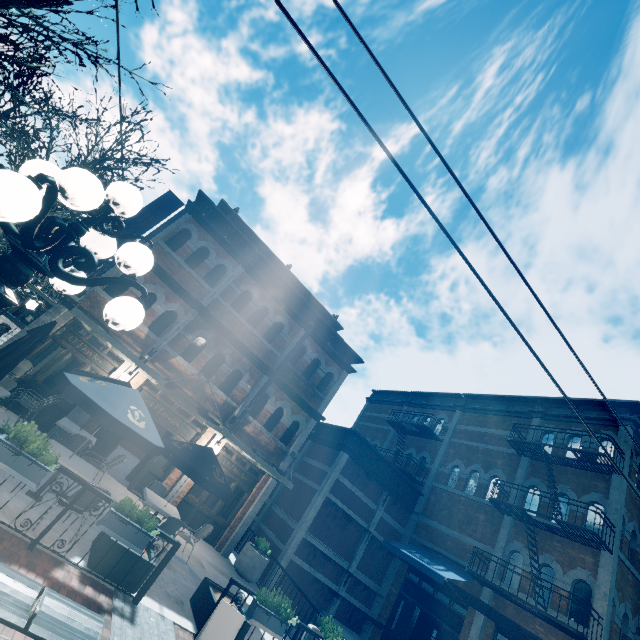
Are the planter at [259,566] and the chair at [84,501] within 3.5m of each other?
no

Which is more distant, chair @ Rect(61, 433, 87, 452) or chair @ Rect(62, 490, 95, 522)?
chair @ Rect(61, 433, 87, 452)

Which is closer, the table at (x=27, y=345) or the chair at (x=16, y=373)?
the table at (x=27, y=345)

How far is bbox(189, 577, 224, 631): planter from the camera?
6.22m

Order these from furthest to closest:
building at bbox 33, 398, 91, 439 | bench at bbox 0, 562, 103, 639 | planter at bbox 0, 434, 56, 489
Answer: building at bbox 33, 398, 91, 439 < planter at bbox 0, 434, 56, 489 < bench at bbox 0, 562, 103, 639

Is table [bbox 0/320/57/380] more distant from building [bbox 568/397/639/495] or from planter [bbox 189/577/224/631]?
planter [bbox 189/577/224/631]

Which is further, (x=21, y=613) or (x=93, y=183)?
(x=21, y=613)

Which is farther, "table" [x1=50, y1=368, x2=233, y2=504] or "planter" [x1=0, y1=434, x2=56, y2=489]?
"table" [x1=50, y1=368, x2=233, y2=504]
